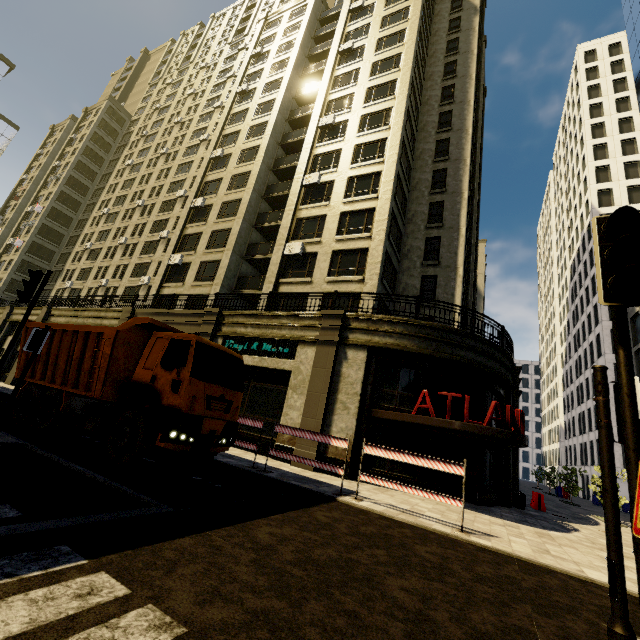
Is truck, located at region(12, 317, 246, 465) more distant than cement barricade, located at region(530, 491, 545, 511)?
No

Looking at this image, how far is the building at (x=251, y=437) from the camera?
15.10m

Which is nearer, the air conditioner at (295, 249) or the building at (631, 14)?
the air conditioner at (295, 249)

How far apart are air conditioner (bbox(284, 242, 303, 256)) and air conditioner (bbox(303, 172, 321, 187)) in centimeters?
501cm

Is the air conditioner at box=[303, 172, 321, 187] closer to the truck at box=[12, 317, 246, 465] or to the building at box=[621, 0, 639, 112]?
the building at box=[621, 0, 639, 112]

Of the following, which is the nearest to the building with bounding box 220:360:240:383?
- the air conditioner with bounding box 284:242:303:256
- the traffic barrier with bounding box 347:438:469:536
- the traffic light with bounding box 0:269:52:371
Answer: the air conditioner with bounding box 284:242:303:256

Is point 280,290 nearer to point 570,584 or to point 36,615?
point 570,584

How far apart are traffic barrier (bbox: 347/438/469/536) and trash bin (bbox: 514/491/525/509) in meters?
9.8
